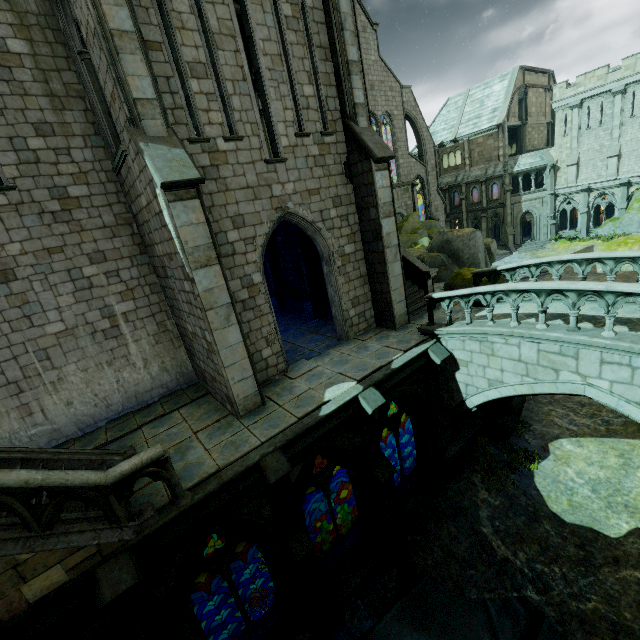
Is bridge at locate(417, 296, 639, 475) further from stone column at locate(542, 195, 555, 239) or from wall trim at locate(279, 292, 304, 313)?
stone column at locate(542, 195, 555, 239)

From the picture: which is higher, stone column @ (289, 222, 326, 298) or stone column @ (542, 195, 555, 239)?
stone column @ (289, 222, 326, 298)

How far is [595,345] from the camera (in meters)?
7.36

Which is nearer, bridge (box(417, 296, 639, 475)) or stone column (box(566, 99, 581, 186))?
bridge (box(417, 296, 639, 475))

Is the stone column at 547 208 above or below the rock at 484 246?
below

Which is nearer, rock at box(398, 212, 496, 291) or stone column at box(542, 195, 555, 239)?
rock at box(398, 212, 496, 291)

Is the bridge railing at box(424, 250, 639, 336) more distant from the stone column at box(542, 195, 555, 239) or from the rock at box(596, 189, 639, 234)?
the stone column at box(542, 195, 555, 239)

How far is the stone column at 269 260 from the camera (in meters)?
17.53
